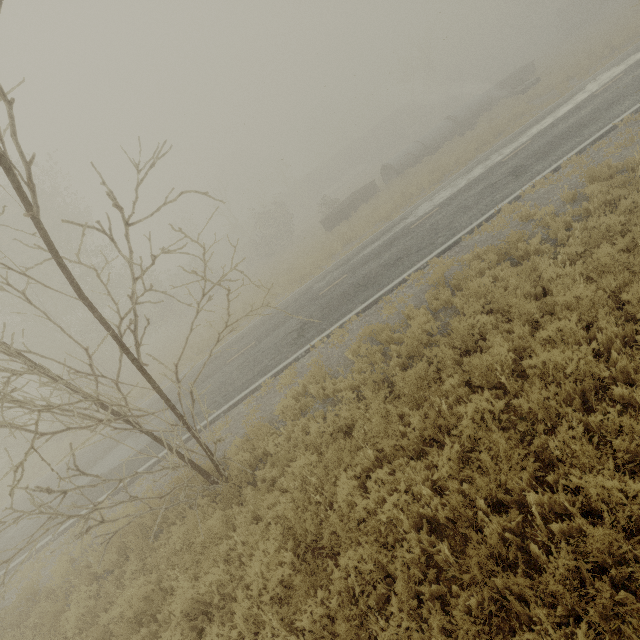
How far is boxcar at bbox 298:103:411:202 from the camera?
53.9 meters

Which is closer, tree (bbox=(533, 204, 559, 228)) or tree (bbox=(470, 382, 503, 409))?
tree (bbox=(470, 382, 503, 409))

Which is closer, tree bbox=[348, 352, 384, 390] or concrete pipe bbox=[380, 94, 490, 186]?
tree bbox=[348, 352, 384, 390]

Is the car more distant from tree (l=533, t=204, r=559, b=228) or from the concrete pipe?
tree (l=533, t=204, r=559, b=228)

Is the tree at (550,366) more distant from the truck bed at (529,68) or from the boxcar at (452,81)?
the boxcar at (452,81)

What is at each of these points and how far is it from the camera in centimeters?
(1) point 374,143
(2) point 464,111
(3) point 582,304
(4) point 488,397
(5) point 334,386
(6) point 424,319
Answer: (1) boxcar, 5559cm
(2) concrete pipe, 2902cm
(3) tree, 532cm
(4) tree, 477cm
(5) tree, 766cm
(6) tree, 733cm

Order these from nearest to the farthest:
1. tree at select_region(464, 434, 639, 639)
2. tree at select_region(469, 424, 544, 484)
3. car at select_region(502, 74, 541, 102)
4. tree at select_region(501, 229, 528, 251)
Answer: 1. tree at select_region(464, 434, 639, 639)
2. tree at select_region(469, 424, 544, 484)
3. tree at select_region(501, 229, 528, 251)
4. car at select_region(502, 74, 541, 102)

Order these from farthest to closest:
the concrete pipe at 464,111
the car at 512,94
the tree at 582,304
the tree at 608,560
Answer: the concrete pipe at 464,111
the car at 512,94
the tree at 582,304
the tree at 608,560
